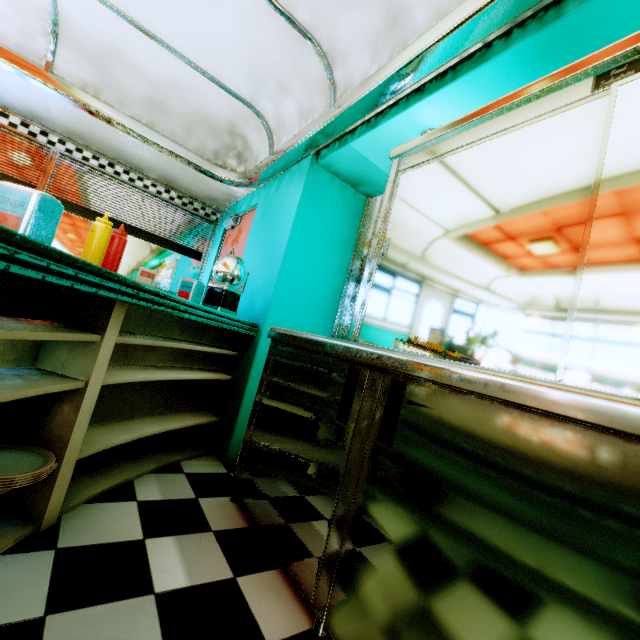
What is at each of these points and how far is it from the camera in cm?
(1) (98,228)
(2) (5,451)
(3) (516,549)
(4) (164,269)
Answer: (1) sauce bottle, 130
(2) plate, 129
(3) kitchen counter, 82
(4) window, 448

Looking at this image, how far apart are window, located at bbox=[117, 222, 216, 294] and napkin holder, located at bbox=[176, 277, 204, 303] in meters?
2.4 m

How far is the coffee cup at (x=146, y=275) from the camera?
1.7 meters

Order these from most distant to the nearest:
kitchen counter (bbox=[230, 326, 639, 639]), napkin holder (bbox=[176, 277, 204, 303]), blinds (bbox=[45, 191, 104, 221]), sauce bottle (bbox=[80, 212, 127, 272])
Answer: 1. blinds (bbox=[45, 191, 104, 221])
2. napkin holder (bbox=[176, 277, 204, 303])
3. sauce bottle (bbox=[80, 212, 127, 272])
4. kitchen counter (bbox=[230, 326, 639, 639])

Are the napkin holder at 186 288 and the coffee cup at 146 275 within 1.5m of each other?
yes

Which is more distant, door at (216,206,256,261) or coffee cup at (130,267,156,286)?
door at (216,206,256,261)

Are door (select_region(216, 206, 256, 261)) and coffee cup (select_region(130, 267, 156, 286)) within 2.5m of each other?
yes

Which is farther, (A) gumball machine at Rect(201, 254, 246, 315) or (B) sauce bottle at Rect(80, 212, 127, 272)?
(A) gumball machine at Rect(201, 254, 246, 315)
